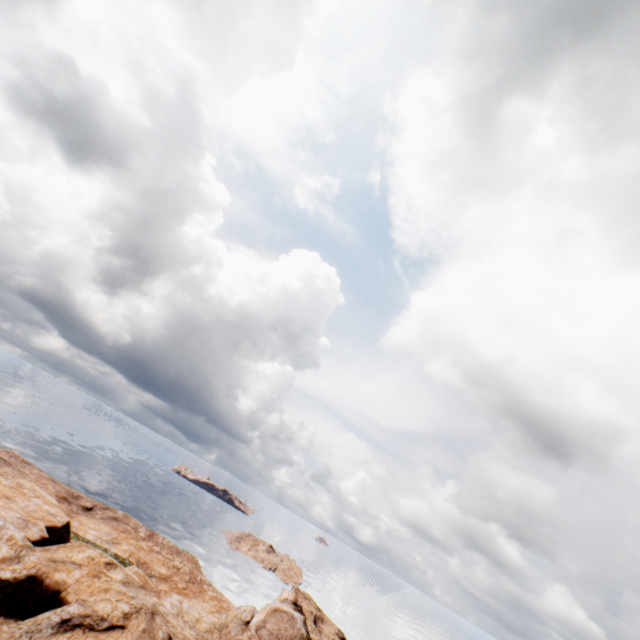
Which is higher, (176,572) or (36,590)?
(36,590)
